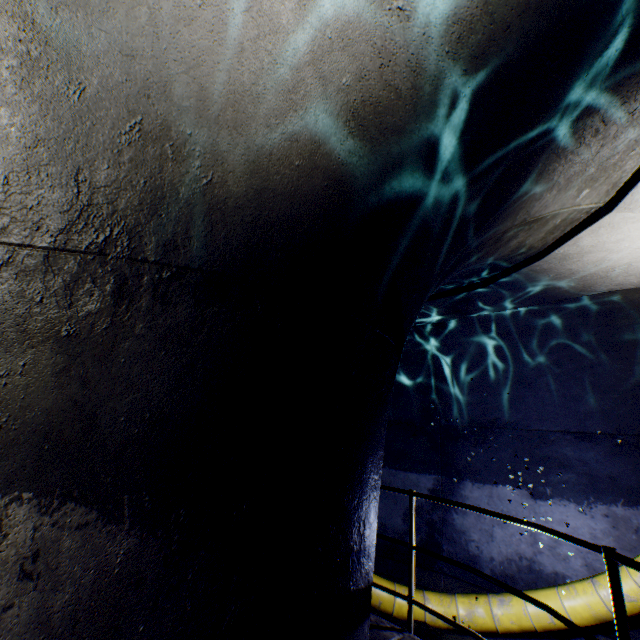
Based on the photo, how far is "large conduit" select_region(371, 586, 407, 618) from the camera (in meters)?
A: 4.81

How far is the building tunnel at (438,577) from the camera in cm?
524

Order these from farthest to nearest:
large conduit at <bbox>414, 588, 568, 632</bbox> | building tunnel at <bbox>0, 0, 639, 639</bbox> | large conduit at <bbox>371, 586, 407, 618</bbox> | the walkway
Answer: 1. large conduit at <bbox>371, 586, 407, 618</bbox>
2. large conduit at <bbox>414, 588, 568, 632</bbox>
3. the walkway
4. building tunnel at <bbox>0, 0, 639, 639</bbox>

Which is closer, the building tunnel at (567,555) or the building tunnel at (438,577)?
the building tunnel at (567,555)

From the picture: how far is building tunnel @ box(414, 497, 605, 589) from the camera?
4.6m

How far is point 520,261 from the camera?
3.72m

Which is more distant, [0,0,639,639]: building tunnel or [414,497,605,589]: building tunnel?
[414,497,605,589]: building tunnel
